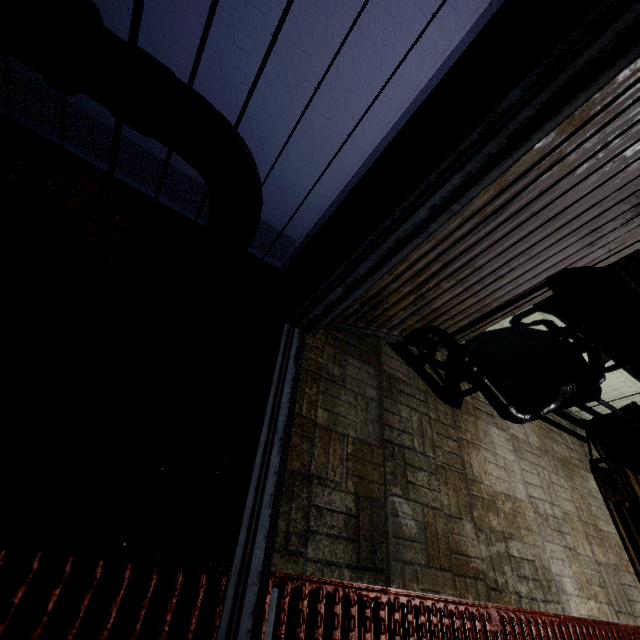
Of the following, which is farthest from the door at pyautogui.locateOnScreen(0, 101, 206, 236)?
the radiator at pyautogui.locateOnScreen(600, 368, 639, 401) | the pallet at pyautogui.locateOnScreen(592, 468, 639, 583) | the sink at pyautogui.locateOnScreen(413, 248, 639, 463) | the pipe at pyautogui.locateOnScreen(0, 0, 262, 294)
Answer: the pallet at pyautogui.locateOnScreen(592, 468, 639, 583)

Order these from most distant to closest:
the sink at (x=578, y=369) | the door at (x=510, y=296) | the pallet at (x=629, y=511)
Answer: the pallet at (x=629, y=511) → the sink at (x=578, y=369) → the door at (x=510, y=296)

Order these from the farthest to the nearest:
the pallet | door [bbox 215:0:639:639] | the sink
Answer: the pallet, the sink, door [bbox 215:0:639:639]

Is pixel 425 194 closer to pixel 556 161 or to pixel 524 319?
pixel 556 161

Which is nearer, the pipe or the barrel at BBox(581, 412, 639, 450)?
the pipe

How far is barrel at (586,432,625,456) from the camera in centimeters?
255cm

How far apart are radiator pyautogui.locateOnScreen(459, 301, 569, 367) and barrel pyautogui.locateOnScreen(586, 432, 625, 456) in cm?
113

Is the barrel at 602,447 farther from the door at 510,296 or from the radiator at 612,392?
the door at 510,296
